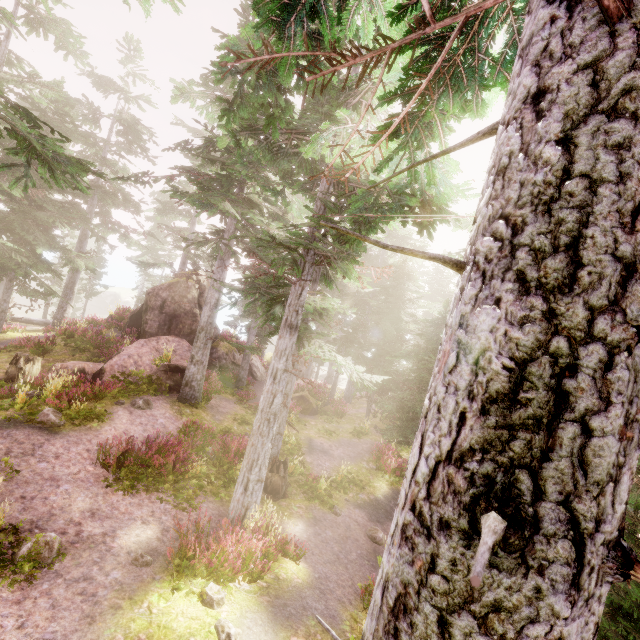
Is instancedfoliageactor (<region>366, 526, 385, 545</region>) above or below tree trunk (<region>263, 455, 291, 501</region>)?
below

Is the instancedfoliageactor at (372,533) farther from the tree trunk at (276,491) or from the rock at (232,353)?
the tree trunk at (276,491)

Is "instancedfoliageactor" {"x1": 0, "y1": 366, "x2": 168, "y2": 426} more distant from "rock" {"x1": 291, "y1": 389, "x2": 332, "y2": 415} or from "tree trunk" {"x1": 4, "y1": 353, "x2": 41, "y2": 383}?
"tree trunk" {"x1": 4, "y1": 353, "x2": 41, "y2": 383}

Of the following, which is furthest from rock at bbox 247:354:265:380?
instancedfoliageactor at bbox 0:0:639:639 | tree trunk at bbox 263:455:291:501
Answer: tree trunk at bbox 263:455:291:501

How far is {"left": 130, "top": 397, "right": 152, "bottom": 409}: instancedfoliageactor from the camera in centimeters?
1348cm

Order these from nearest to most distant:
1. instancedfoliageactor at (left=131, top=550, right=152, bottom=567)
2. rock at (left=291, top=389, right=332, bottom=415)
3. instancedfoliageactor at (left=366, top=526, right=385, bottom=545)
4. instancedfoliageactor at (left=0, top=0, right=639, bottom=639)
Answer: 1. instancedfoliageactor at (left=0, top=0, right=639, bottom=639)
2. instancedfoliageactor at (left=131, top=550, right=152, bottom=567)
3. instancedfoliageactor at (left=366, top=526, right=385, bottom=545)
4. rock at (left=291, top=389, right=332, bottom=415)

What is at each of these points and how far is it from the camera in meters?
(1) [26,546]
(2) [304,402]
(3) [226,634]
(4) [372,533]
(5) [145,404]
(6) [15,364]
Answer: (1) instancedfoliageactor, 6.3
(2) rock, 24.2
(3) instancedfoliageactor, 6.0
(4) instancedfoliageactor, 12.5
(5) instancedfoliageactor, 13.8
(6) tree trunk, 14.4
